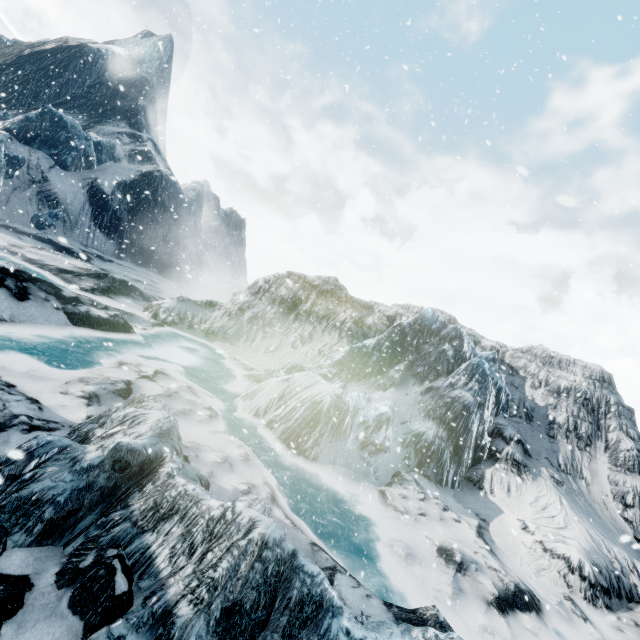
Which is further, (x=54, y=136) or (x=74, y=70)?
(x=74, y=70)
